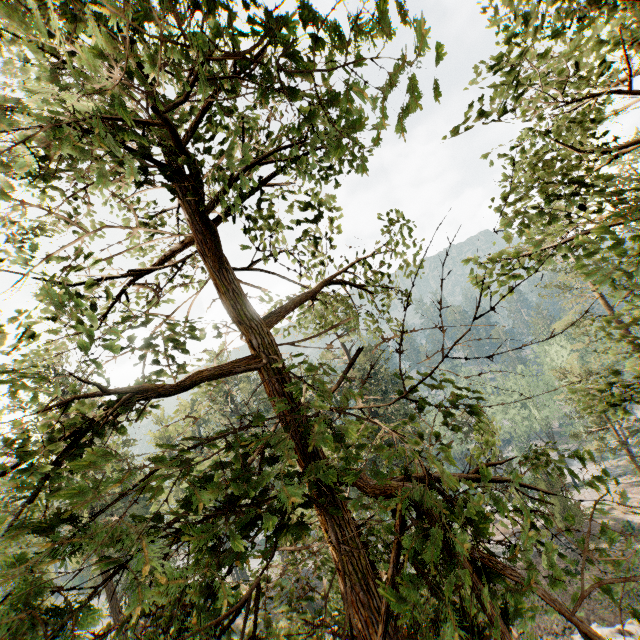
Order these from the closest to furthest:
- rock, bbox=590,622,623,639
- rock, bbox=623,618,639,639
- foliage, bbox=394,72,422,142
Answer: foliage, bbox=394,72,422,142
rock, bbox=623,618,639,639
rock, bbox=590,622,623,639

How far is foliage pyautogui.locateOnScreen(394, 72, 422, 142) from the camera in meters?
1.5

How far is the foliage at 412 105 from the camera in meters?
1.5 m

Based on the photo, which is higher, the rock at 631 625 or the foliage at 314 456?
the foliage at 314 456

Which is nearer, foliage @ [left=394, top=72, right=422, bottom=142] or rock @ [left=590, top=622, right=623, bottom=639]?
foliage @ [left=394, top=72, right=422, bottom=142]

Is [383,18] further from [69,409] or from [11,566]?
[69,409]

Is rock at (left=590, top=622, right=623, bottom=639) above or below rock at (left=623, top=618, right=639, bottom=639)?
above
